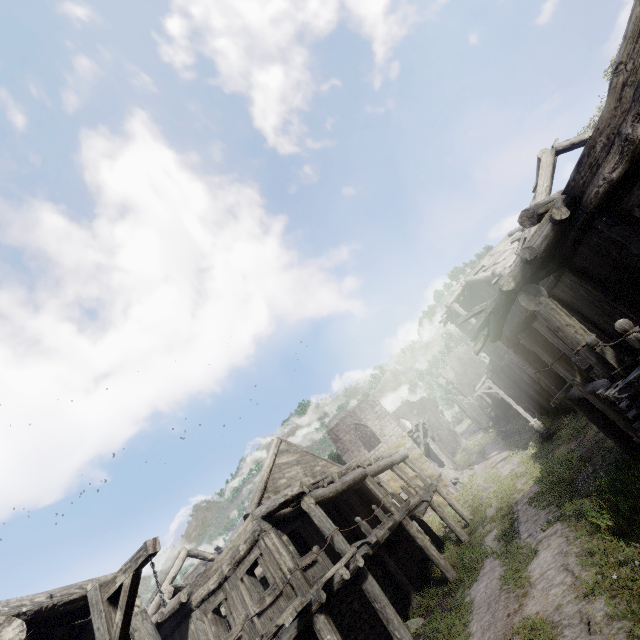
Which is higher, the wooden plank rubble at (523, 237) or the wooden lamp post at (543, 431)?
the wooden plank rubble at (523, 237)

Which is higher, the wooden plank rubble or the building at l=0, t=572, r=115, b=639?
the wooden plank rubble

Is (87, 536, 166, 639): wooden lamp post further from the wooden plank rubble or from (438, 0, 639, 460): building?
the wooden plank rubble

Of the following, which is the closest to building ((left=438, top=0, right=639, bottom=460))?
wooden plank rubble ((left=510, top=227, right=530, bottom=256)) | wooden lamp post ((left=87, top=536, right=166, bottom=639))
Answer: wooden plank rubble ((left=510, top=227, right=530, bottom=256))

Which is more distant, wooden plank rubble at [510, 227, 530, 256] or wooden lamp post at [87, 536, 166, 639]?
wooden plank rubble at [510, 227, 530, 256]

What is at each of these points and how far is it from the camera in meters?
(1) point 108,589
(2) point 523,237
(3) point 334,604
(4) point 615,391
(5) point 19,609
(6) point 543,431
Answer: (1) wooden lamp post, 4.8
(2) wooden plank rubble, 13.7
(3) building, 10.5
(4) building, 5.1
(5) building, 5.8
(6) wooden lamp post, 20.2

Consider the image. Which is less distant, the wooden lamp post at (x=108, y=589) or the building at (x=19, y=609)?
the wooden lamp post at (x=108, y=589)

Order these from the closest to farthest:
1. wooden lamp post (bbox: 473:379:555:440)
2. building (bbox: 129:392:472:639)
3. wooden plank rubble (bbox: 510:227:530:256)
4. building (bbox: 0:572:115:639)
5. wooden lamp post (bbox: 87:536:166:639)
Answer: wooden lamp post (bbox: 87:536:166:639) < building (bbox: 0:572:115:639) < building (bbox: 129:392:472:639) < wooden plank rubble (bbox: 510:227:530:256) < wooden lamp post (bbox: 473:379:555:440)
